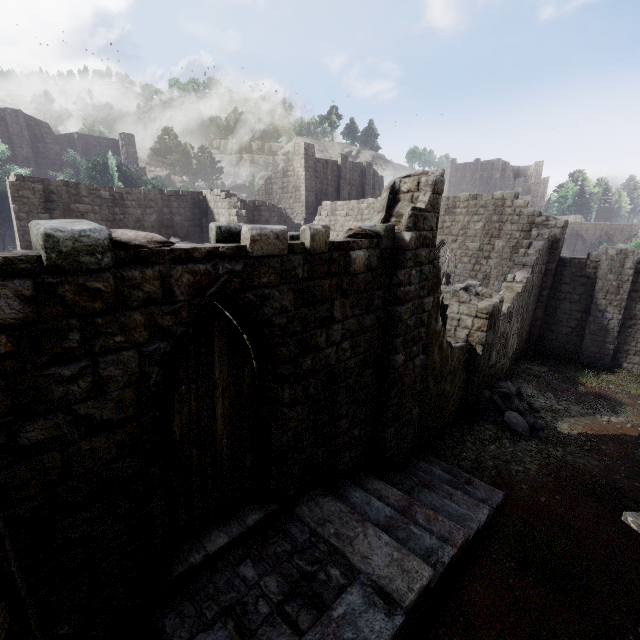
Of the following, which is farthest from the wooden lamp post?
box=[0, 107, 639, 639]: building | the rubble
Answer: the rubble

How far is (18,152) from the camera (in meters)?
31.03

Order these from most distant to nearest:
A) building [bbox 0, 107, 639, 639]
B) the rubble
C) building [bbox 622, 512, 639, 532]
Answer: the rubble
building [bbox 622, 512, 639, 532]
building [bbox 0, 107, 639, 639]

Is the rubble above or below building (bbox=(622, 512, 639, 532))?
below

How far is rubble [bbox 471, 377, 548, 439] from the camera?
11.1m

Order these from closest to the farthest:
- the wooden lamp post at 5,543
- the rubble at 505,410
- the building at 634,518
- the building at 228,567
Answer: the wooden lamp post at 5,543
the building at 228,567
the building at 634,518
the rubble at 505,410

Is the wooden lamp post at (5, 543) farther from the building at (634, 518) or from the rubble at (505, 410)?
the rubble at (505, 410)
